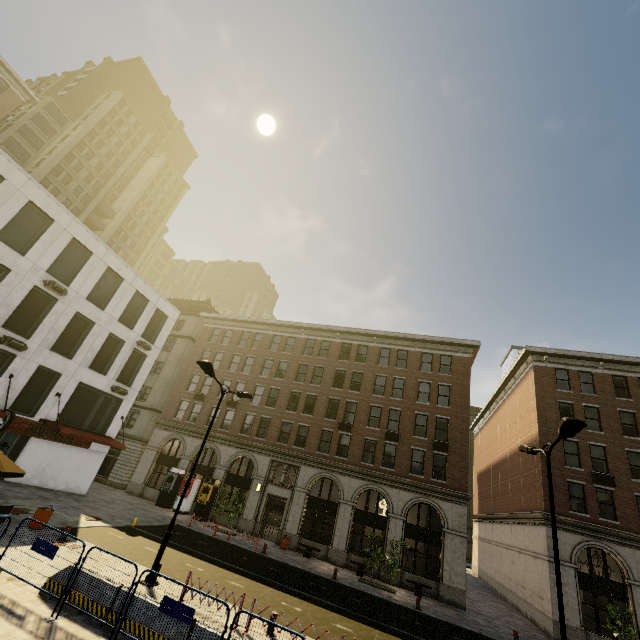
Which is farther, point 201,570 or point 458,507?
point 458,507

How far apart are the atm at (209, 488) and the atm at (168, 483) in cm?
281

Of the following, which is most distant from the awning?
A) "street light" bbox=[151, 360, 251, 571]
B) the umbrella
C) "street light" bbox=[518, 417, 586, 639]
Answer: "street light" bbox=[518, 417, 586, 639]

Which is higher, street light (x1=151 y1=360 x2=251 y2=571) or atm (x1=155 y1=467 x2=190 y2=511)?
street light (x1=151 y1=360 x2=251 y2=571)

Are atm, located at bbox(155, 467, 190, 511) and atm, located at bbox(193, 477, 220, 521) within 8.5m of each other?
yes

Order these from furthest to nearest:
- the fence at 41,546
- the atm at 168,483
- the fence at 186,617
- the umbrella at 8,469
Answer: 1. the atm at 168,483
2. the umbrella at 8,469
3. the fence at 41,546
4. the fence at 186,617

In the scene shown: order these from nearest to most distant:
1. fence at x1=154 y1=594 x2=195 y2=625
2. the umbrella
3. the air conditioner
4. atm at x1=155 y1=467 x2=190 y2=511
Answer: fence at x1=154 y1=594 x2=195 y2=625 < the umbrella < the air conditioner < atm at x1=155 y1=467 x2=190 y2=511

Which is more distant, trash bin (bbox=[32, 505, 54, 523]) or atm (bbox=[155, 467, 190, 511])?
atm (bbox=[155, 467, 190, 511])
